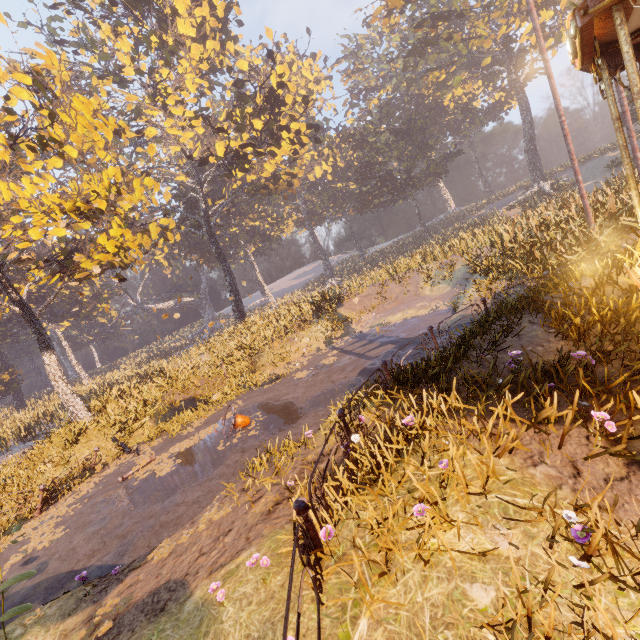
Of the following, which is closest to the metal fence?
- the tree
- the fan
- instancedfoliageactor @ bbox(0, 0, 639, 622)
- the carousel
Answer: the carousel

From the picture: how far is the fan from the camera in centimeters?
990cm

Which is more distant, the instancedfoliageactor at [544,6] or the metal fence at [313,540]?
the instancedfoliageactor at [544,6]

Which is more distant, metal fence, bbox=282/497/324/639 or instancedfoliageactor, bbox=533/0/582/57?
instancedfoliageactor, bbox=533/0/582/57

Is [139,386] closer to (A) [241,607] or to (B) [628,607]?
(A) [241,607]

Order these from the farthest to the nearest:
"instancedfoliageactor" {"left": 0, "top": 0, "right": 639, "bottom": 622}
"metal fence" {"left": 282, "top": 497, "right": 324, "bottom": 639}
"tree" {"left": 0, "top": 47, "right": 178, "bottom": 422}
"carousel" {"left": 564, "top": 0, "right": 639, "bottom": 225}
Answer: "tree" {"left": 0, "top": 47, "right": 178, "bottom": 422}, "instancedfoliageactor" {"left": 0, "top": 0, "right": 639, "bottom": 622}, "carousel" {"left": 564, "top": 0, "right": 639, "bottom": 225}, "metal fence" {"left": 282, "top": 497, "right": 324, "bottom": 639}

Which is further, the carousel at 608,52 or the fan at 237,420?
the fan at 237,420
